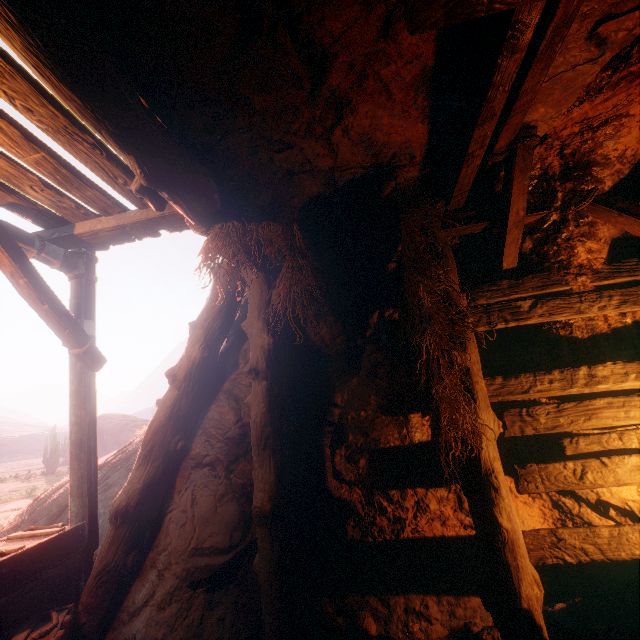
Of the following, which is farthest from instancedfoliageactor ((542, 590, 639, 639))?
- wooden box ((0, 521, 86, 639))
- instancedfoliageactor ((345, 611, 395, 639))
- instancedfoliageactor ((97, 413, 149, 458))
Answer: instancedfoliageactor ((97, 413, 149, 458))

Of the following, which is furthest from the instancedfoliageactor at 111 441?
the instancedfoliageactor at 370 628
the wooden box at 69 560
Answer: the instancedfoliageactor at 370 628

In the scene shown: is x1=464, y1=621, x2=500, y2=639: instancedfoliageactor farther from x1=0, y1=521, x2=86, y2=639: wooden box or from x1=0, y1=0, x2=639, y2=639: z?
x1=0, y1=521, x2=86, y2=639: wooden box

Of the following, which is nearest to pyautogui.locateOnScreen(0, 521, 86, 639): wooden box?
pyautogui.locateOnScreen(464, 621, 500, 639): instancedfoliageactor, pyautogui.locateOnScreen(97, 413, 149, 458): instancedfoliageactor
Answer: pyautogui.locateOnScreen(464, 621, 500, 639): instancedfoliageactor

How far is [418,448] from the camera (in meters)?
3.46

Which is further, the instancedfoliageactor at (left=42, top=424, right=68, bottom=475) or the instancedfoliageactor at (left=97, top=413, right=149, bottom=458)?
the instancedfoliageactor at (left=97, top=413, right=149, bottom=458)

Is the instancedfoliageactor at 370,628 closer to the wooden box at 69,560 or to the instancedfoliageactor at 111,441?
the wooden box at 69,560

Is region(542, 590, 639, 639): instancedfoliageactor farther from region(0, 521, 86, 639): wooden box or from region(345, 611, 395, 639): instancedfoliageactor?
region(0, 521, 86, 639): wooden box
